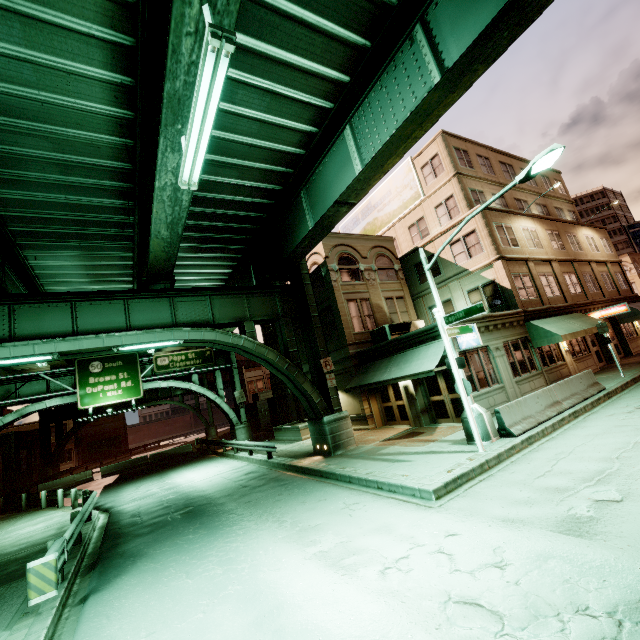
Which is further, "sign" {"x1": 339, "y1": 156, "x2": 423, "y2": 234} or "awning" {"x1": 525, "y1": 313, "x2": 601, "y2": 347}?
"sign" {"x1": 339, "y1": 156, "x2": 423, "y2": 234}

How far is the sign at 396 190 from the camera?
25.43m

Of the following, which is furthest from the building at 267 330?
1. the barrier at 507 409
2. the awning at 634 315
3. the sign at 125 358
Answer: the sign at 125 358

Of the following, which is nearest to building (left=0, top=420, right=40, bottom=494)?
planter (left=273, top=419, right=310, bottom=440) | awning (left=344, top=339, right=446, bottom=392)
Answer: planter (left=273, top=419, right=310, bottom=440)

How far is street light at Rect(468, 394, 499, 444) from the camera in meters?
10.7

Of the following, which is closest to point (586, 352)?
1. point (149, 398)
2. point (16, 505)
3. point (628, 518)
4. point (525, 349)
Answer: point (525, 349)

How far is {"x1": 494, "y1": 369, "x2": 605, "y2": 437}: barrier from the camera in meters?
11.0 m

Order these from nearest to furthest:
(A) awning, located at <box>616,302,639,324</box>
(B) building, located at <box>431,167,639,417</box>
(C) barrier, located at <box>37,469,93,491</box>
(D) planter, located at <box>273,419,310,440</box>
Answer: (B) building, located at <box>431,167,639,417</box> → (D) planter, located at <box>273,419,310,440</box> → (A) awning, located at <box>616,302,639,324</box> → (C) barrier, located at <box>37,469,93,491</box>
